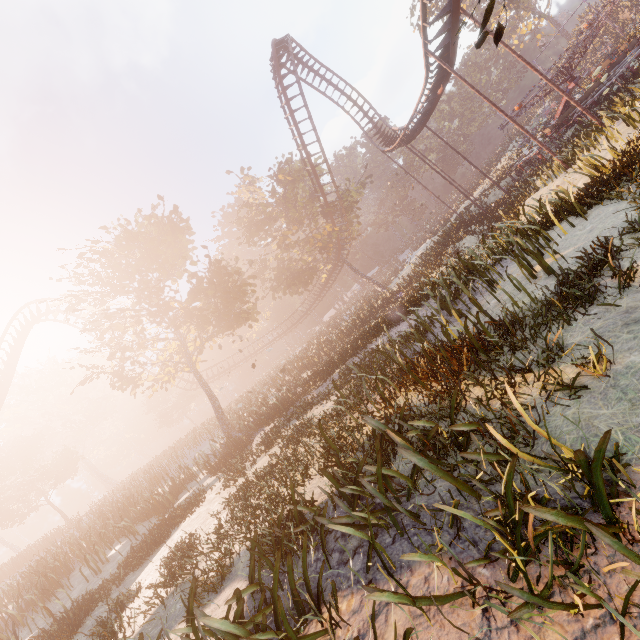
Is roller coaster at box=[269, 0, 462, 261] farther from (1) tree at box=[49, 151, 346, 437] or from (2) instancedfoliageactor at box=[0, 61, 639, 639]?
(2) instancedfoliageactor at box=[0, 61, 639, 639]

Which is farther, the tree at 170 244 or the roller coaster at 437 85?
the tree at 170 244

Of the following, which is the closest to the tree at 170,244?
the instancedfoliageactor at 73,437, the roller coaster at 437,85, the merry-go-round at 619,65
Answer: the roller coaster at 437,85

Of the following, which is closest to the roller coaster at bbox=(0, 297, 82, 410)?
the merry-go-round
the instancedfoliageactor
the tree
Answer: the tree

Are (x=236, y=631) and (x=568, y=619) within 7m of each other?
yes

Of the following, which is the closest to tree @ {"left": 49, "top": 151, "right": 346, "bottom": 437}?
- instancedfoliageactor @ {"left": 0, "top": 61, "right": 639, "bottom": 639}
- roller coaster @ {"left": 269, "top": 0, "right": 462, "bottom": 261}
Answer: roller coaster @ {"left": 269, "top": 0, "right": 462, "bottom": 261}

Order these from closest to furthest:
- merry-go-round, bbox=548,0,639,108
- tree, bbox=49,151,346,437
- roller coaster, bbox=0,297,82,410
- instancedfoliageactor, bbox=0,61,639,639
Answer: instancedfoliageactor, bbox=0,61,639,639
tree, bbox=49,151,346,437
merry-go-round, bbox=548,0,639,108
roller coaster, bbox=0,297,82,410

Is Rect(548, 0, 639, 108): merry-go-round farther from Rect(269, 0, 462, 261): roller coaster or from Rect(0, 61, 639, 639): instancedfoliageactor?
Rect(0, 61, 639, 639): instancedfoliageactor
